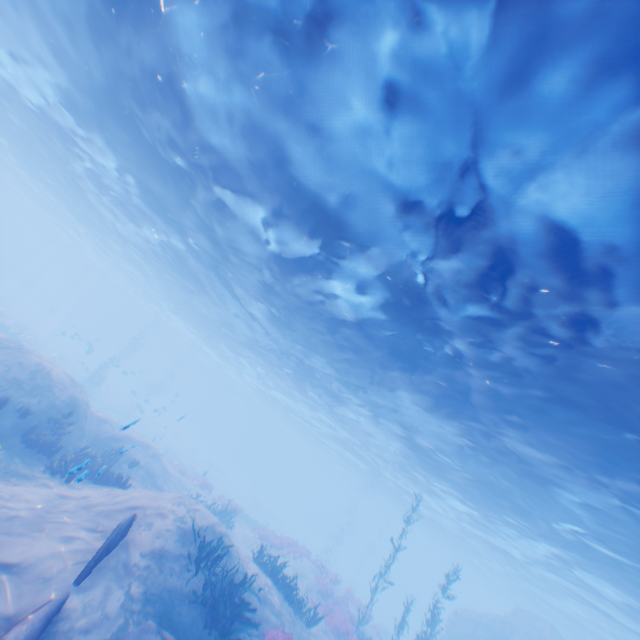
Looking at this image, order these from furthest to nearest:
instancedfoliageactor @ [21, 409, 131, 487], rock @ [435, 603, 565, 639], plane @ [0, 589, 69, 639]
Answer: rock @ [435, 603, 565, 639] < instancedfoliageactor @ [21, 409, 131, 487] < plane @ [0, 589, 69, 639]

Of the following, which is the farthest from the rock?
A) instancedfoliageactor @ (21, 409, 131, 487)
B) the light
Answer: instancedfoliageactor @ (21, 409, 131, 487)

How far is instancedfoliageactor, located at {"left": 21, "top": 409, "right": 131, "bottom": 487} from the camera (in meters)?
11.10

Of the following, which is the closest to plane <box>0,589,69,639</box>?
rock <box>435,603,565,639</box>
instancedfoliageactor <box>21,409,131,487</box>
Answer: instancedfoliageactor <box>21,409,131,487</box>

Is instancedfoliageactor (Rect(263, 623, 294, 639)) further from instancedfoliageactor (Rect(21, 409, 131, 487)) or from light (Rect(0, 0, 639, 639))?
light (Rect(0, 0, 639, 639))

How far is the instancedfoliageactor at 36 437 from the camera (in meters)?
11.10

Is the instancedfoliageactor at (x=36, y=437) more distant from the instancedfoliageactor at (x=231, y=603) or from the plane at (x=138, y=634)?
the instancedfoliageactor at (x=231, y=603)

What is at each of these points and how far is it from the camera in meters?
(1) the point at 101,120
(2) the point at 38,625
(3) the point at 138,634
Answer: (1) light, 15.5
(2) plane, 5.7
(3) plane, 6.8
